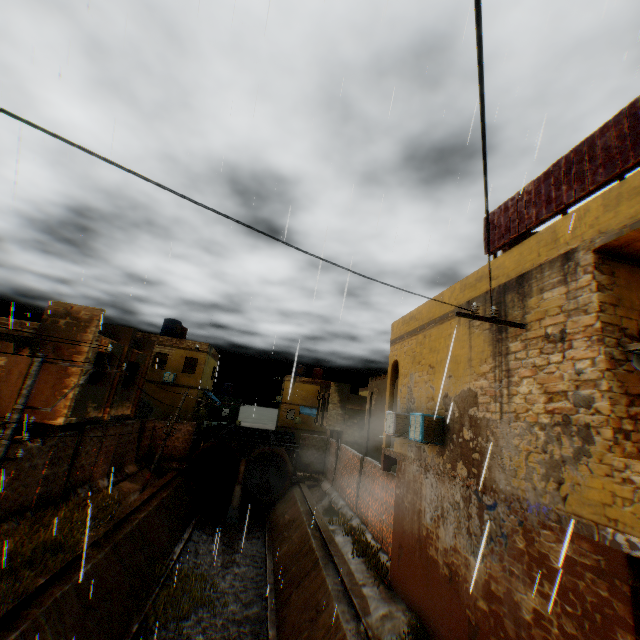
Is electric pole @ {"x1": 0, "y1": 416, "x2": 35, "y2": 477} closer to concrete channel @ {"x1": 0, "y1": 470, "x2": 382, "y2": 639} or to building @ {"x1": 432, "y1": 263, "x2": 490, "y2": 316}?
building @ {"x1": 432, "y1": 263, "x2": 490, "y2": 316}

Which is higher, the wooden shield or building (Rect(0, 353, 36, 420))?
the wooden shield

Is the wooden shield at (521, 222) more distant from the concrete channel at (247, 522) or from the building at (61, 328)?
the concrete channel at (247, 522)

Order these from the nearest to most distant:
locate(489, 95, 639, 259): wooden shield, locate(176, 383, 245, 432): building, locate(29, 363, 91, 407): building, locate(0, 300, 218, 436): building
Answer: locate(489, 95, 639, 259): wooden shield
locate(29, 363, 91, 407): building
locate(0, 300, 218, 436): building
locate(176, 383, 245, 432): building

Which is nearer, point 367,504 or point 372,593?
point 372,593

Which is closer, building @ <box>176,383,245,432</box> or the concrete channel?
the concrete channel

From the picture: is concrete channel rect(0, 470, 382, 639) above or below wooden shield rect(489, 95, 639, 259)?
below

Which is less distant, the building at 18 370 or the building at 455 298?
the building at 455 298
